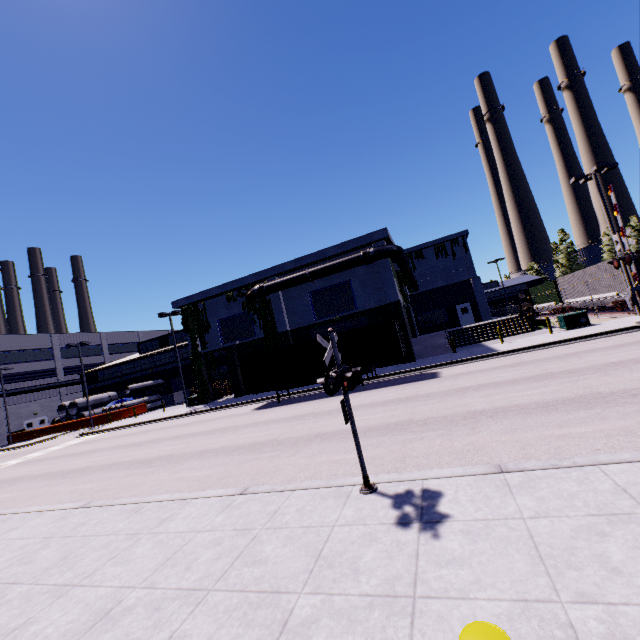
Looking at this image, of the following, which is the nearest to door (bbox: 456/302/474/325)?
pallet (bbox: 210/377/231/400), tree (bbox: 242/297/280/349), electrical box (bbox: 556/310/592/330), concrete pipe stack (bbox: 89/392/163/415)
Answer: concrete pipe stack (bbox: 89/392/163/415)

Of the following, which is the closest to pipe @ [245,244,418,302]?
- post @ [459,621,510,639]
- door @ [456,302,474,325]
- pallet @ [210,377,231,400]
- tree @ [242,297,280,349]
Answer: tree @ [242,297,280,349]

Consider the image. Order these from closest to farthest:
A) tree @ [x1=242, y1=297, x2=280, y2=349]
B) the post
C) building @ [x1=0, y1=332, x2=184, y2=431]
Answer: the post
tree @ [x1=242, y1=297, x2=280, y2=349]
building @ [x1=0, y1=332, x2=184, y2=431]

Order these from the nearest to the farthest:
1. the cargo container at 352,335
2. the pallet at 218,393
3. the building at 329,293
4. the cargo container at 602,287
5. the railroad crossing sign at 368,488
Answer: the railroad crossing sign at 368,488 → the cargo container at 352,335 → the cargo container at 602,287 → the building at 329,293 → the pallet at 218,393

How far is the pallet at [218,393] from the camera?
34.2m

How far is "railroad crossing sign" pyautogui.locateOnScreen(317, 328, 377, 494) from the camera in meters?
5.4 m

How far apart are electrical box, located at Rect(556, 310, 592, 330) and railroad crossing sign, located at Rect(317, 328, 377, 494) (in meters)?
22.02

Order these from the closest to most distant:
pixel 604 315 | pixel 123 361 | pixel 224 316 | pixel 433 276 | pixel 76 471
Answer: pixel 76 471, pixel 604 315, pixel 224 316, pixel 123 361, pixel 433 276
